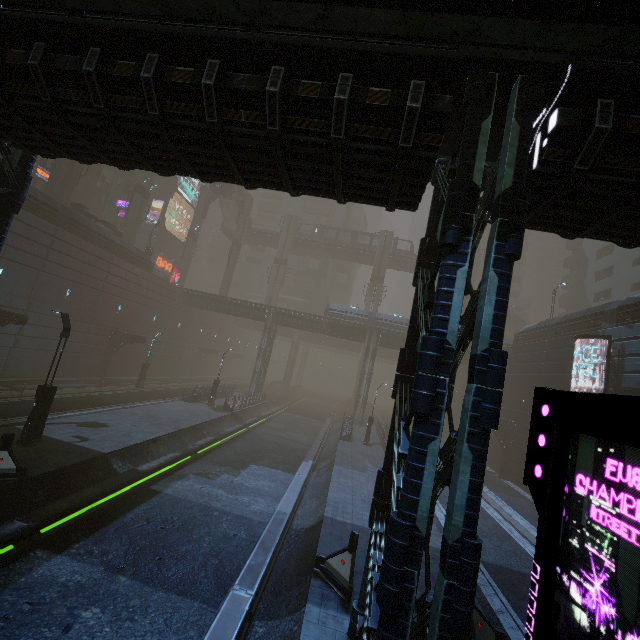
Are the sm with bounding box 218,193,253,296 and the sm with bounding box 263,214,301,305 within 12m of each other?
yes

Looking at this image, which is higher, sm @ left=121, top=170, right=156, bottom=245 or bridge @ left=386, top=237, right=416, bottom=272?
bridge @ left=386, top=237, right=416, bottom=272

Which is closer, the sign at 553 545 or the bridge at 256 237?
the sign at 553 545

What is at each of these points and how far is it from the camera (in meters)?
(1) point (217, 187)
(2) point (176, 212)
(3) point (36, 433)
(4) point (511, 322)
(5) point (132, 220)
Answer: (1) bridge, 48.69
(2) sign, 54.78
(3) street light, 13.32
(4) stairs, 51.88
(5) sm, 37.97

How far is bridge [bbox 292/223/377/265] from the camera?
55.41m

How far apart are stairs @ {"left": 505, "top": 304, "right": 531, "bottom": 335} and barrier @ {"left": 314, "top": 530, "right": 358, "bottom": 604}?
49.70m

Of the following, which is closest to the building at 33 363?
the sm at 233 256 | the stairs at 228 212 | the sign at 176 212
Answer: the sign at 176 212

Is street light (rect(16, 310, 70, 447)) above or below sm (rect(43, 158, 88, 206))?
below
